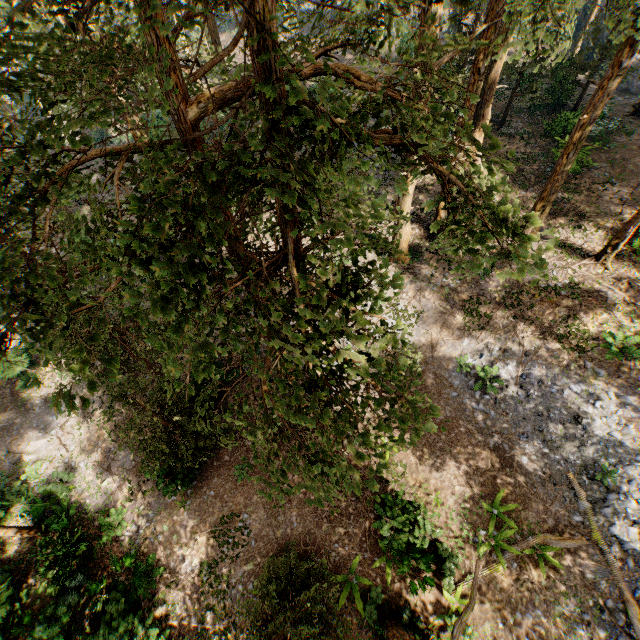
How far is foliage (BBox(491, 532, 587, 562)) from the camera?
12.15m

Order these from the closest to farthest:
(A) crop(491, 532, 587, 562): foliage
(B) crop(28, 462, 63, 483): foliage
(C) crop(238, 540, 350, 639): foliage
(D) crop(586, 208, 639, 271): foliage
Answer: (C) crop(238, 540, 350, 639): foliage
(A) crop(491, 532, 587, 562): foliage
(D) crop(586, 208, 639, 271): foliage
(B) crop(28, 462, 63, 483): foliage

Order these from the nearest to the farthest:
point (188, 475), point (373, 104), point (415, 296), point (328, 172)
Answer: point (328, 172)
point (373, 104)
point (188, 475)
point (415, 296)

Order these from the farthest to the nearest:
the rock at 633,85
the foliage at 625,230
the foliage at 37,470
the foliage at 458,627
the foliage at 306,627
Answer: the rock at 633,85 → the foliage at 37,470 → the foliage at 625,230 → the foliage at 306,627 → the foliage at 458,627

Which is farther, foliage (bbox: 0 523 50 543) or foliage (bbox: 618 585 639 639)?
foliage (bbox: 0 523 50 543)

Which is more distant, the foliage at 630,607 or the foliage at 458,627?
A: the foliage at 630,607
